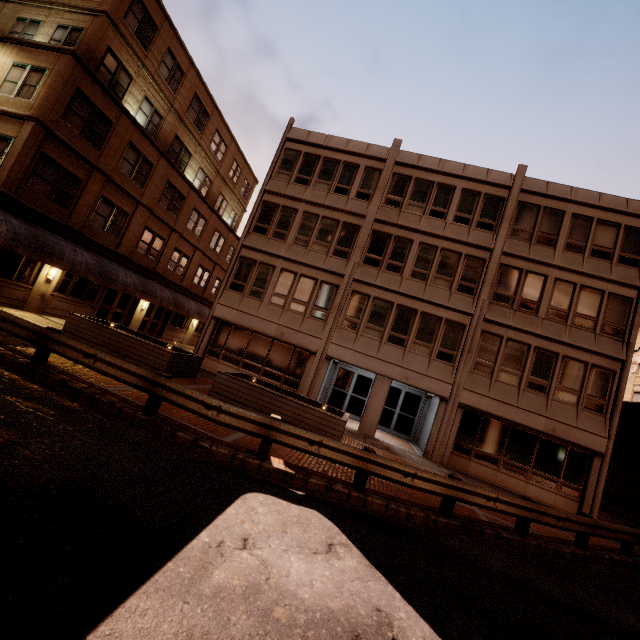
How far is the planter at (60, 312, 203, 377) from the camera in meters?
12.2

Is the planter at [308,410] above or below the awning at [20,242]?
below

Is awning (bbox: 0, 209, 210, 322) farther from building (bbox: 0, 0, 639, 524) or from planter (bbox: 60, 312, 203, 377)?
building (bbox: 0, 0, 639, 524)

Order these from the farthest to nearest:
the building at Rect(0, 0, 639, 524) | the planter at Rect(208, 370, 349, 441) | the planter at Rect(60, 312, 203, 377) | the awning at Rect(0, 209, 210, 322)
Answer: the building at Rect(0, 0, 639, 524) → the awning at Rect(0, 209, 210, 322) → the planter at Rect(60, 312, 203, 377) → the planter at Rect(208, 370, 349, 441)

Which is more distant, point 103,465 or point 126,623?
point 103,465

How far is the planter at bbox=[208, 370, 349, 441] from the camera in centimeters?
1091cm

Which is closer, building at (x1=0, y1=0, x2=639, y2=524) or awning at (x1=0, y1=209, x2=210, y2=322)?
awning at (x1=0, y1=209, x2=210, y2=322)

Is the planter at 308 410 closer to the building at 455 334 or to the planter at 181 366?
the planter at 181 366
